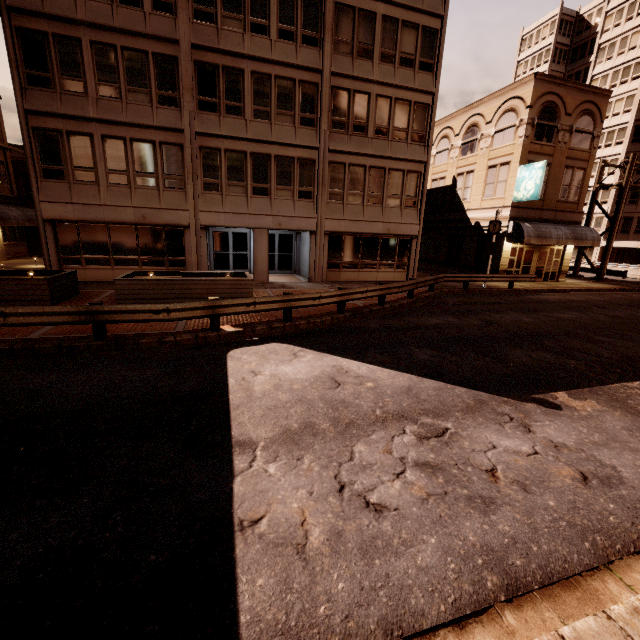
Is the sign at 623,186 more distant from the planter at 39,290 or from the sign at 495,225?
the planter at 39,290

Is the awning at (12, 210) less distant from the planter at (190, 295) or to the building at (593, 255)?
the planter at (190, 295)

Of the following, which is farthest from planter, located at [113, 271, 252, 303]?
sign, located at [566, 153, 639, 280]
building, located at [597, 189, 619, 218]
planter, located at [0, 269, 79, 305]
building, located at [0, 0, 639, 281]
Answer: building, located at [597, 189, 619, 218]

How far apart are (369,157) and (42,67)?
15.96m

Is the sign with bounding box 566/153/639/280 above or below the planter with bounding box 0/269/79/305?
above

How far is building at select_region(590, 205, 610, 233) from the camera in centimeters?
4444cm

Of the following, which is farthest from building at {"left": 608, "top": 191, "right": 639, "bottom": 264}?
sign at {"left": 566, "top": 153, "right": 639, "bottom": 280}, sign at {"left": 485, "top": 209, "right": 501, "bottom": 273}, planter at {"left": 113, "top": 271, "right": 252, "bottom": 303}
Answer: planter at {"left": 113, "top": 271, "right": 252, "bottom": 303}

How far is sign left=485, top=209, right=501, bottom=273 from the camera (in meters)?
19.45
